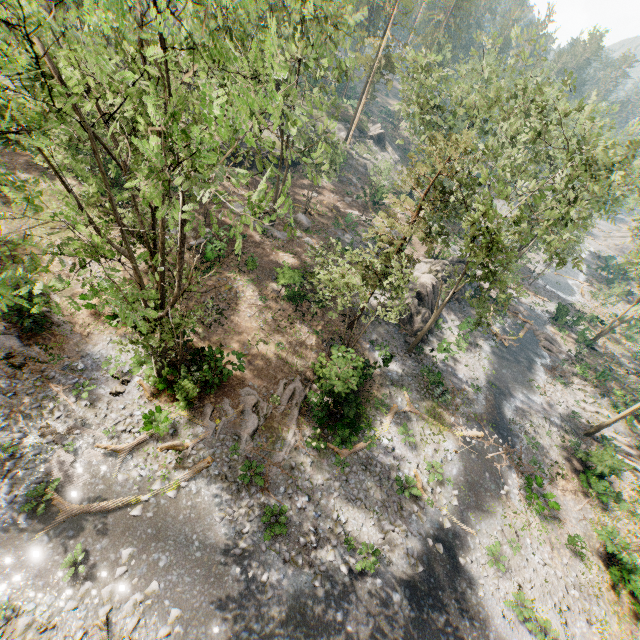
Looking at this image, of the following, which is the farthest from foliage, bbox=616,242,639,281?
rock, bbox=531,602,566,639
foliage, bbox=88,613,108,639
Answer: foliage, bbox=88,613,108,639

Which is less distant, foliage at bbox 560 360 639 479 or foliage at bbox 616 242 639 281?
foliage at bbox 616 242 639 281

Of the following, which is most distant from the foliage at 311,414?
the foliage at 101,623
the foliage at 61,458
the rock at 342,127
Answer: the foliage at 101,623

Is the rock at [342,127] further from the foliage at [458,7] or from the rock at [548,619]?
the rock at [548,619]

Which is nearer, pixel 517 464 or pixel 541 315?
pixel 517 464

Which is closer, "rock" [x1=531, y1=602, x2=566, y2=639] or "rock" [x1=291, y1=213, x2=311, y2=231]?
"rock" [x1=531, y1=602, x2=566, y2=639]

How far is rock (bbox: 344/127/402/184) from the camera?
50.3 meters
